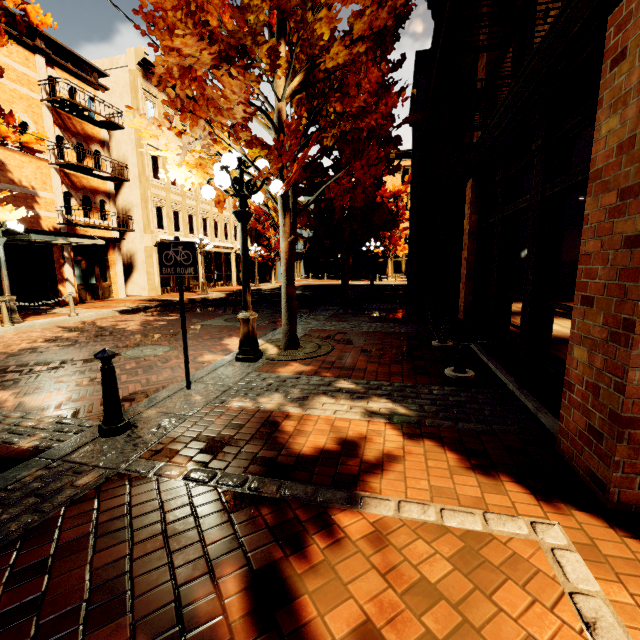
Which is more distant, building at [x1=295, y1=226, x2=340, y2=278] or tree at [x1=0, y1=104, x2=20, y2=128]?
building at [x1=295, y1=226, x2=340, y2=278]

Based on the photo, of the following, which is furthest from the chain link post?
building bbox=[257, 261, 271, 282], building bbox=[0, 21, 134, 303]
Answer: building bbox=[257, 261, 271, 282]

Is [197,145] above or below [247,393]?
above

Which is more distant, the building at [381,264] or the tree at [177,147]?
the building at [381,264]

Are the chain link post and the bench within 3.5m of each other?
no

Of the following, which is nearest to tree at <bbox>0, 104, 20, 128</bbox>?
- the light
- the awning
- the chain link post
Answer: the light

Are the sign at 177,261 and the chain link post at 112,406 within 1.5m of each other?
yes

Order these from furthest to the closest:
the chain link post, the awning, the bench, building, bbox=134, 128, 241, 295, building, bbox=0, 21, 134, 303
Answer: building, bbox=134, 128, 241, 295
building, bbox=0, 21, 134, 303
the awning
the bench
the chain link post
